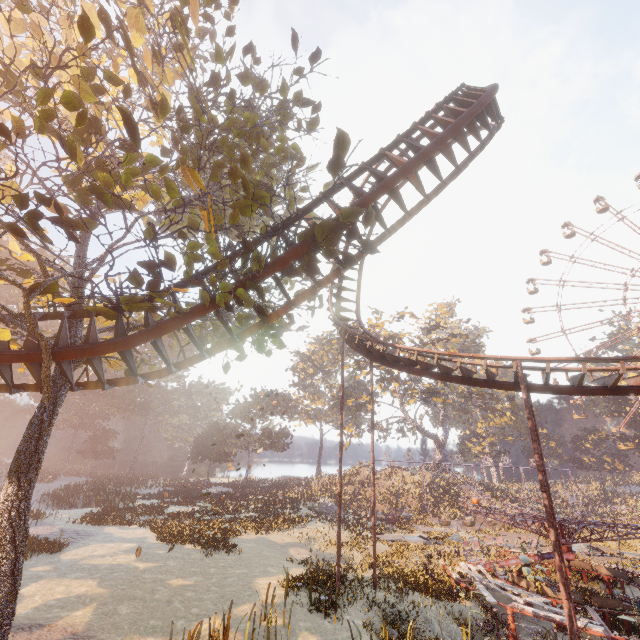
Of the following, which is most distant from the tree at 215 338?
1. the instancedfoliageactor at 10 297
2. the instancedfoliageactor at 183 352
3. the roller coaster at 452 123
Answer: the instancedfoliageactor at 10 297

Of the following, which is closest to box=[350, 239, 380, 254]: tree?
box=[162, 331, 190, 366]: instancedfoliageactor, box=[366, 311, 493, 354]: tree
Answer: box=[162, 331, 190, 366]: instancedfoliageactor

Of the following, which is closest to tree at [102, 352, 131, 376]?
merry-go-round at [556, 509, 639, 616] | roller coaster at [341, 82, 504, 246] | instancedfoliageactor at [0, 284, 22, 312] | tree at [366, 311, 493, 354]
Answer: roller coaster at [341, 82, 504, 246]

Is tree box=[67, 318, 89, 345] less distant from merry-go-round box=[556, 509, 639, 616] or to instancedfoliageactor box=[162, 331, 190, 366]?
merry-go-round box=[556, 509, 639, 616]

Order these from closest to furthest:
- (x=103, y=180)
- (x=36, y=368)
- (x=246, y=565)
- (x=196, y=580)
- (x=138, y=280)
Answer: (x=103, y=180) → (x=138, y=280) → (x=36, y=368) → (x=196, y=580) → (x=246, y=565)

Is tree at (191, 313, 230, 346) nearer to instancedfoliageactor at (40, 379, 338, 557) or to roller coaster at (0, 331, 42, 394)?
roller coaster at (0, 331, 42, 394)

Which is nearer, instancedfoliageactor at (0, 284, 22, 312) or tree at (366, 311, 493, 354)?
instancedfoliageactor at (0, 284, 22, 312)

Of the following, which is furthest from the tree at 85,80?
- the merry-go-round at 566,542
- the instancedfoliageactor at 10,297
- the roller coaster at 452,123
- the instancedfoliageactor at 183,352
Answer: the instancedfoliageactor at 10,297
